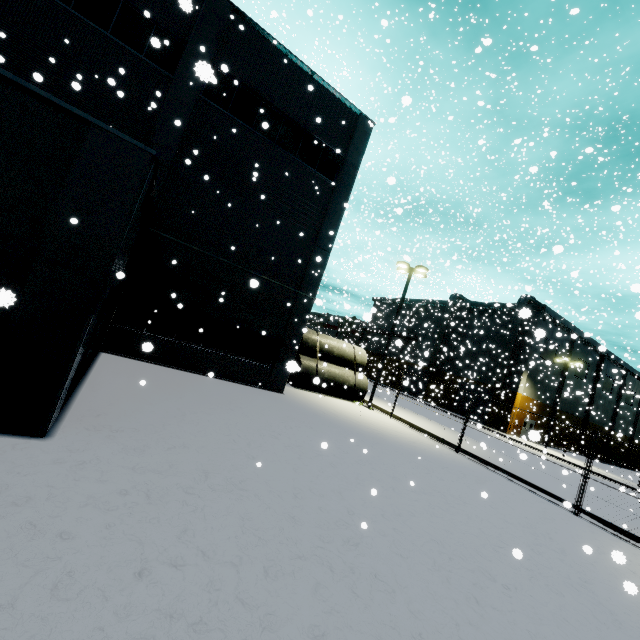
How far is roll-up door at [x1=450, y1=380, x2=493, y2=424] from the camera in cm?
3964

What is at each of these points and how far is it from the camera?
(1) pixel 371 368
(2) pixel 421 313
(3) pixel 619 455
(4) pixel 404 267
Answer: (1) building, 59.9 meters
(2) building, 54.0 meters
(3) building, 55.5 meters
(4) light, 22.0 meters

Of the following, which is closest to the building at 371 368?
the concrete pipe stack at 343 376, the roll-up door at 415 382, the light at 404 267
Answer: the roll-up door at 415 382

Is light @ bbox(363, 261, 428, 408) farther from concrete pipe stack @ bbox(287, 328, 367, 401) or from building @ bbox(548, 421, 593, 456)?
building @ bbox(548, 421, 593, 456)

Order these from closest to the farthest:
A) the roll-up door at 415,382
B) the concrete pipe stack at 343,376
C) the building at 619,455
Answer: the concrete pipe stack at 343,376 → the roll-up door at 415,382 → the building at 619,455

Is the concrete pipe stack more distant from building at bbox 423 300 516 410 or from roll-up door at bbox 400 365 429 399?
roll-up door at bbox 400 365 429 399

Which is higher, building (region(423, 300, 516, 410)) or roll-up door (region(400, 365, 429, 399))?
building (region(423, 300, 516, 410))
